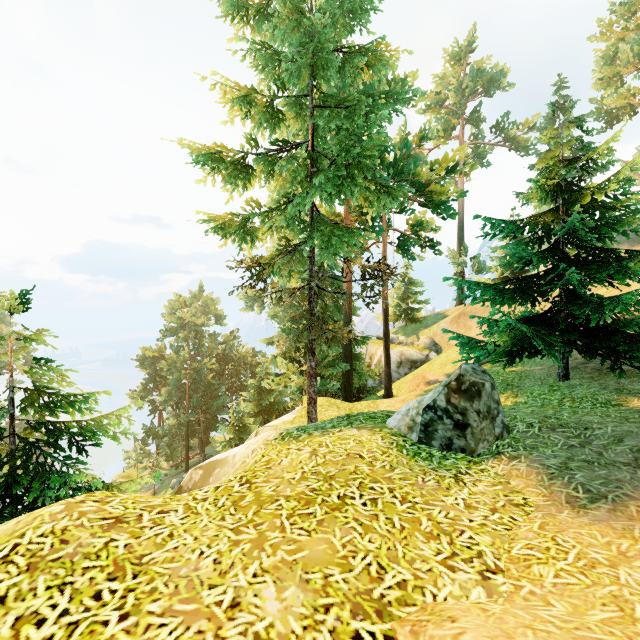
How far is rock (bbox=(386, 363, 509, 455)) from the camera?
5.12m

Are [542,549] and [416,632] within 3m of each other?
yes

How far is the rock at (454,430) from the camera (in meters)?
5.12

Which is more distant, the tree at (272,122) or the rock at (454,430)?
the tree at (272,122)

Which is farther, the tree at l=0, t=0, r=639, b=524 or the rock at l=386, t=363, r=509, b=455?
the tree at l=0, t=0, r=639, b=524
